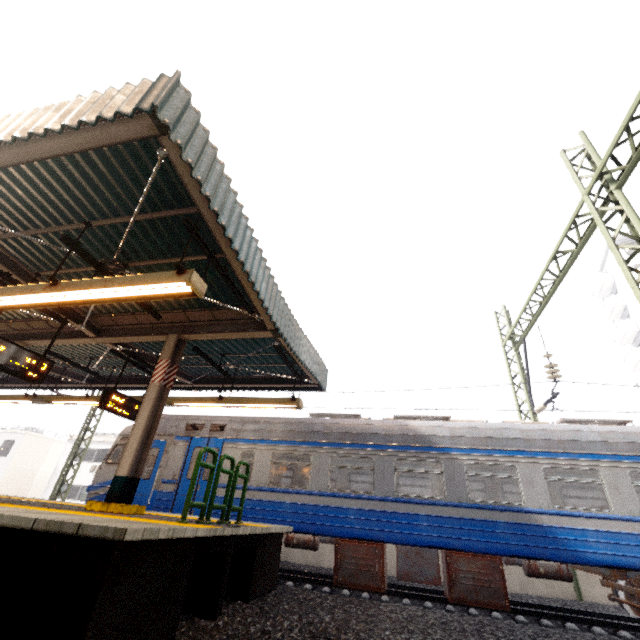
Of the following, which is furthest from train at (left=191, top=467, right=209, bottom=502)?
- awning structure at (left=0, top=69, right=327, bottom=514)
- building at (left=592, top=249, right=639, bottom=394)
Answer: building at (left=592, top=249, right=639, bottom=394)

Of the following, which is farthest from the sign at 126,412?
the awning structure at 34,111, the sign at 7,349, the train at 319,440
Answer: the sign at 7,349

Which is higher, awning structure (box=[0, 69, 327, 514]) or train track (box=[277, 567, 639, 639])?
awning structure (box=[0, 69, 327, 514])

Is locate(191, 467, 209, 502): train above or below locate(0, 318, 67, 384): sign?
below

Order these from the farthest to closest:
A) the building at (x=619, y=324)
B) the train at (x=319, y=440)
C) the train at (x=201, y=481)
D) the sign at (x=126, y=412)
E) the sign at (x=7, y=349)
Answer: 1. the building at (x=619, y=324)
2. the train at (x=201, y=481)
3. the sign at (x=126, y=412)
4. the train at (x=319, y=440)
5. the sign at (x=7, y=349)

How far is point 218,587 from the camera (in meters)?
4.82

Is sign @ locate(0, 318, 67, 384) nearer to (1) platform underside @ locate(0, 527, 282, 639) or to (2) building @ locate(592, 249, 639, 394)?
(1) platform underside @ locate(0, 527, 282, 639)

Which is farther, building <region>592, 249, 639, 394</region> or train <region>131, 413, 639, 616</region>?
building <region>592, 249, 639, 394</region>
